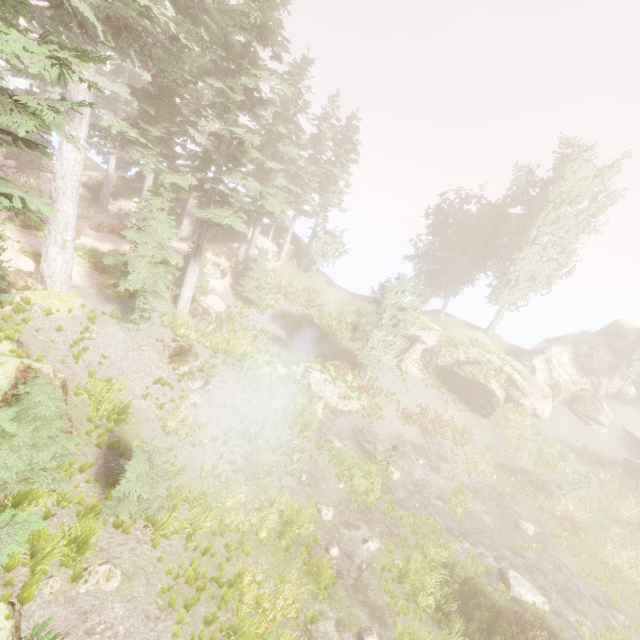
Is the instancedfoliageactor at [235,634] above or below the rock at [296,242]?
below

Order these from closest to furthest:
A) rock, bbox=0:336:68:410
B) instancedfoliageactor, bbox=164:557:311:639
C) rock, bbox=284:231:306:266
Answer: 1. rock, bbox=0:336:68:410
2. instancedfoliageactor, bbox=164:557:311:639
3. rock, bbox=284:231:306:266

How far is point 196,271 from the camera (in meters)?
20.08

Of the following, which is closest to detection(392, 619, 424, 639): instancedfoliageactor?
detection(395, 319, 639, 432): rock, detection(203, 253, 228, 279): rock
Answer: detection(395, 319, 639, 432): rock

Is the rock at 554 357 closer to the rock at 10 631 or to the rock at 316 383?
the rock at 316 383

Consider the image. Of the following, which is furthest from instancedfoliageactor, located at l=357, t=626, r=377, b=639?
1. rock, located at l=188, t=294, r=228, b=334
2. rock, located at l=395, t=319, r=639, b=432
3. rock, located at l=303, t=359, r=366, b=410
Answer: rock, located at l=303, t=359, r=366, b=410

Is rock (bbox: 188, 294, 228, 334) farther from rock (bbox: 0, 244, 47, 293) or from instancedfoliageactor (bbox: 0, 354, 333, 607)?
rock (bbox: 0, 244, 47, 293)

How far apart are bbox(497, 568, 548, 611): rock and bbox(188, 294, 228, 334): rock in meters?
20.5
